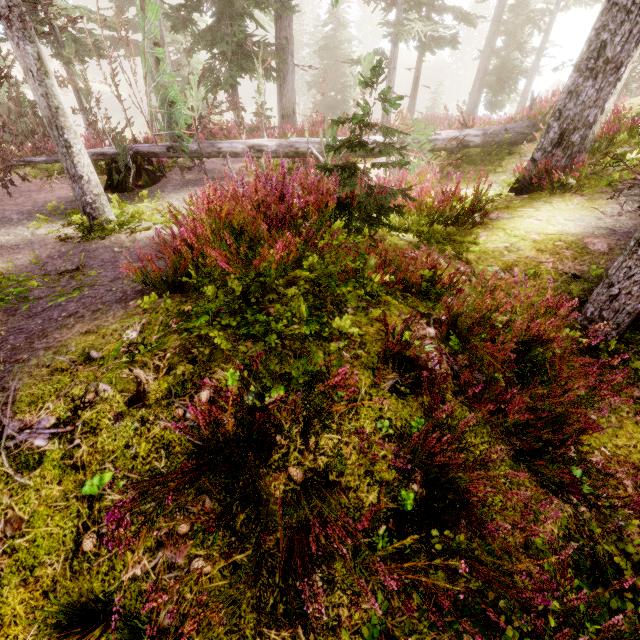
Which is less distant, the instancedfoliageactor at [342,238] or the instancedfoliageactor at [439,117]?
the instancedfoliageactor at [342,238]

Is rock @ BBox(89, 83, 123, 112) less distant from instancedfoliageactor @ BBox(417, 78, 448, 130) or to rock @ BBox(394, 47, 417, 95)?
instancedfoliageactor @ BBox(417, 78, 448, 130)

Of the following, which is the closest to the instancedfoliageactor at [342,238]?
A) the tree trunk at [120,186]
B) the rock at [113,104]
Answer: the rock at [113,104]

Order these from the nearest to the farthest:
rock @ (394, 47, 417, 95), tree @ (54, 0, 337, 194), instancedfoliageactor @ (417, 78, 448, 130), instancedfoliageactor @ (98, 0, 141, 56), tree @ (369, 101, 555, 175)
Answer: tree @ (54, 0, 337, 194)
tree @ (369, 101, 555, 175)
instancedfoliageactor @ (98, 0, 141, 56)
instancedfoliageactor @ (417, 78, 448, 130)
rock @ (394, 47, 417, 95)

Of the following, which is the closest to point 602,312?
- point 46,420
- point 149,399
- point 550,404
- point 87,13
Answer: point 550,404

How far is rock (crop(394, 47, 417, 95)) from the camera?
53.38m

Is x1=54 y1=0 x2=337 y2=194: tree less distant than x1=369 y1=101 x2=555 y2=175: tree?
Yes

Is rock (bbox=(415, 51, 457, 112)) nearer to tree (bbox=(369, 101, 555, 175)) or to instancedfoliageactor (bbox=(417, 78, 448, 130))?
instancedfoliageactor (bbox=(417, 78, 448, 130))
